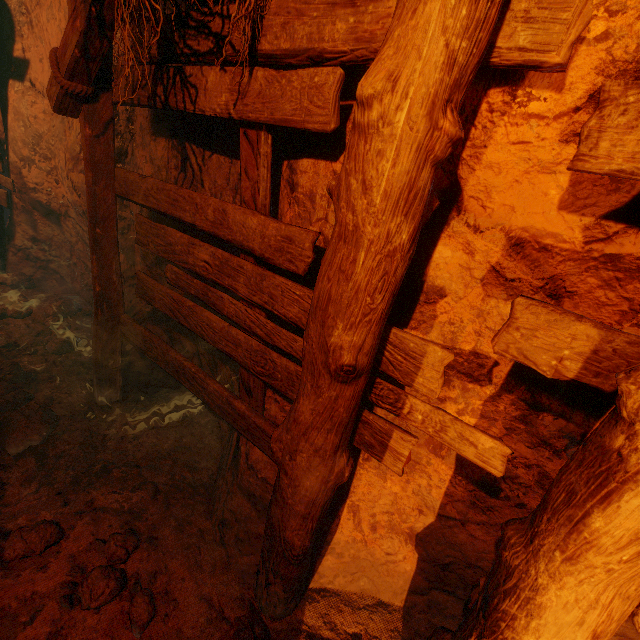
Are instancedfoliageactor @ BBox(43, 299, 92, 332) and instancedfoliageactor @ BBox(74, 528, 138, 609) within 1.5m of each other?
no

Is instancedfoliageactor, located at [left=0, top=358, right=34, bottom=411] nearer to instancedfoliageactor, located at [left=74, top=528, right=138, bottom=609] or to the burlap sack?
the burlap sack

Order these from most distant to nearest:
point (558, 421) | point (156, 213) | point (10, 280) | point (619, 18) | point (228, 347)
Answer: point (10, 280), point (156, 213), point (228, 347), point (558, 421), point (619, 18)

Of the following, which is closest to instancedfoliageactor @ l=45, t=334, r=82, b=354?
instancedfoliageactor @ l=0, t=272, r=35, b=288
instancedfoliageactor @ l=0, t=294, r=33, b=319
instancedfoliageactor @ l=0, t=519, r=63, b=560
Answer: instancedfoliageactor @ l=0, t=294, r=33, b=319

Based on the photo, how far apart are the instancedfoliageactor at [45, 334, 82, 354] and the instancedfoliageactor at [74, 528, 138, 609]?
2.8 meters

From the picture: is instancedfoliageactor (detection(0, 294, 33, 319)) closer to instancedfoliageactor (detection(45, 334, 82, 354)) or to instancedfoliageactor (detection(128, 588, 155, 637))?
instancedfoliageactor (detection(45, 334, 82, 354))

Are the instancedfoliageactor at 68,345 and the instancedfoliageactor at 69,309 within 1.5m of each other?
yes

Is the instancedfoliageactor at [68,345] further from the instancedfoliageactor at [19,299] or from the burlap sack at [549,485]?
the instancedfoliageactor at [19,299]
